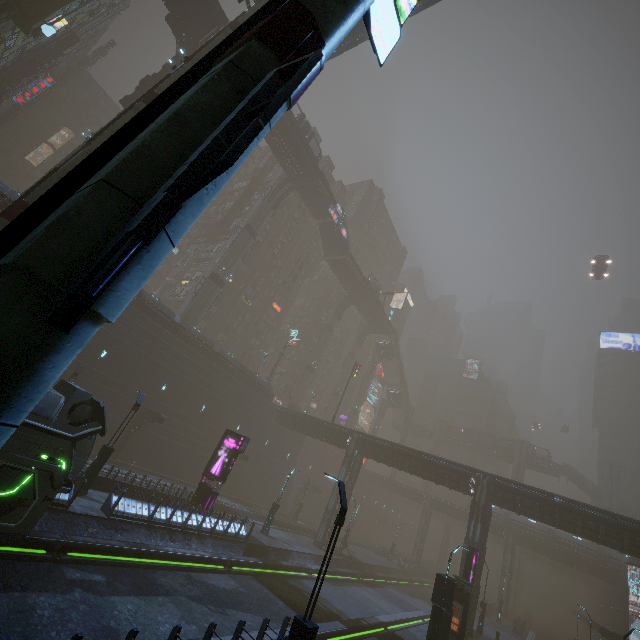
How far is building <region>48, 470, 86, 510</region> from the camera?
13.92m

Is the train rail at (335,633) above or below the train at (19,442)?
below

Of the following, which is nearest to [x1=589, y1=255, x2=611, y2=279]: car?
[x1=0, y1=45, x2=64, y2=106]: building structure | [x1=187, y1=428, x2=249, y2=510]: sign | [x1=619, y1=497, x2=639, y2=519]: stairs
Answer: [x1=619, y1=497, x2=639, y2=519]: stairs

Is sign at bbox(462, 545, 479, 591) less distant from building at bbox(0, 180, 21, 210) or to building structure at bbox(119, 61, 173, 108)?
building at bbox(0, 180, 21, 210)

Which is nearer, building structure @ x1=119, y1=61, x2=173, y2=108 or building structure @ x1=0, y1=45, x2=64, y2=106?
building structure @ x1=119, y1=61, x2=173, y2=108

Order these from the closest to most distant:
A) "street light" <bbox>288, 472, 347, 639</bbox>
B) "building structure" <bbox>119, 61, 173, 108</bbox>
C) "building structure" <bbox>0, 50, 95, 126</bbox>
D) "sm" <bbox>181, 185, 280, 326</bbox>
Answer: "street light" <bbox>288, 472, 347, 639</bbox>
"building structure" <bbox>119, 61, 173, 108</bbox>
"sm" <bbox>181, 185, 280, 326</bbox>
"building structure" <bbox>0, 50, 95, 126</bbox>

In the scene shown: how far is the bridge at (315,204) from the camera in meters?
41.5 m

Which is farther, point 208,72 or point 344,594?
point 344,594
